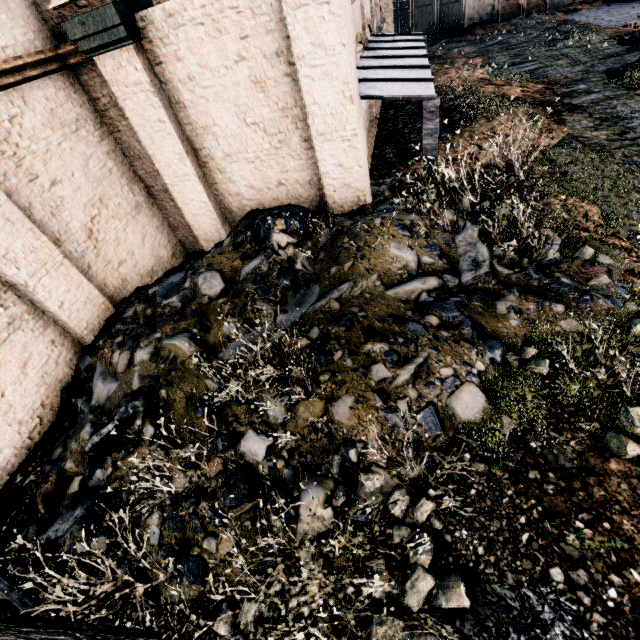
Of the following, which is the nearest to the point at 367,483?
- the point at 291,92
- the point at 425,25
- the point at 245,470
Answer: the point at 245,470

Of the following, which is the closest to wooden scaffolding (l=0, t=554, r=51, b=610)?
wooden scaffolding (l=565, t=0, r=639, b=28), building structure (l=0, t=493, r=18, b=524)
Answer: building structure (l=0, t=493, r=18, b=524)

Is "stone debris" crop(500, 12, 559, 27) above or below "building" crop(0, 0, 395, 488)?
below

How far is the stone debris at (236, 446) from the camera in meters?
4.7

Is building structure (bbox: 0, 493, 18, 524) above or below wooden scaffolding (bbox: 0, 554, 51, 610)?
below

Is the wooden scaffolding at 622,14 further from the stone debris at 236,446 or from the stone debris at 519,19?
the stone debris at 236,446

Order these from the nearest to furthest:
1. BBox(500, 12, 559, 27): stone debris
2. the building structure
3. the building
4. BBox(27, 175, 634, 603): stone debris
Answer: BBox(27, 175, 634, 603): stone debris → the building structure → the building → BBox(500, 12, 559, 27): stone debris

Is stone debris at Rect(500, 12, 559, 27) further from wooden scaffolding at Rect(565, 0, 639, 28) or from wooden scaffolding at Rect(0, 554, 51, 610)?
wooden scaffolding at Rect(0, 554, 51, 610)
